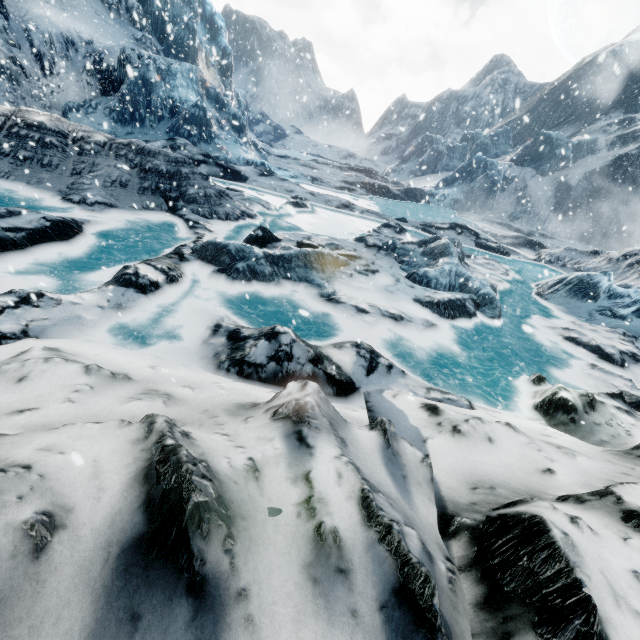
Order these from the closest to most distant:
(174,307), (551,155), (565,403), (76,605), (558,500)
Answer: (76,605)
(558,500)
(565,403)
(174,307)
(551,155)
